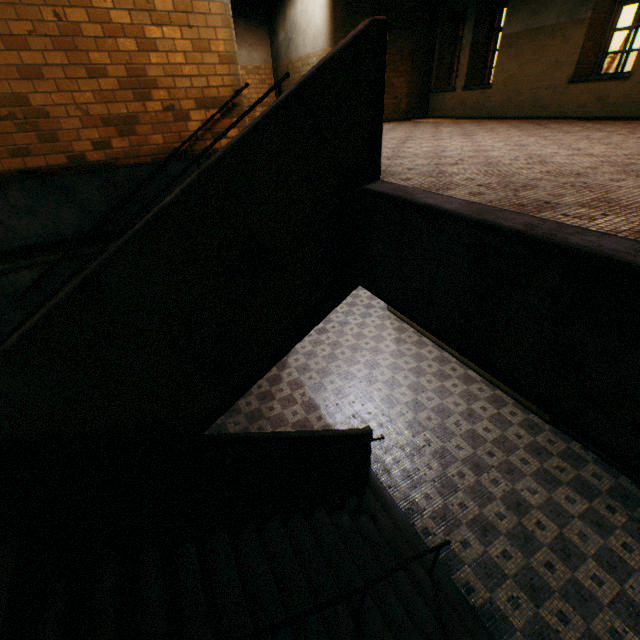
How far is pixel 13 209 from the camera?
4.7m
